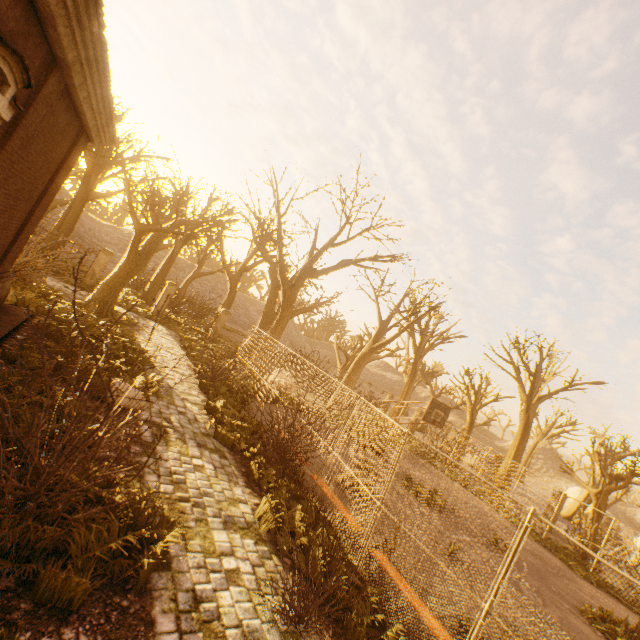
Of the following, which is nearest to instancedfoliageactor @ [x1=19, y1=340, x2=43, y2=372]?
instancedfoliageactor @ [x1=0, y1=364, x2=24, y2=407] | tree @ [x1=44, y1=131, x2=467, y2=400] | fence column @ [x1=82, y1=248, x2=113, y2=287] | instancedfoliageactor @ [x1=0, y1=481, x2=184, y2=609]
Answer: instancedfoliageactor @ [x1=0, y1=364, x2=24, y2=407]

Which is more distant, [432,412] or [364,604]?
[432,412]

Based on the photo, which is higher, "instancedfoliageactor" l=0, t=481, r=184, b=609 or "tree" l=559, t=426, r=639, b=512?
"tree" l=559, t=426, r=639, b=512

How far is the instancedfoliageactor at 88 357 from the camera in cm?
787

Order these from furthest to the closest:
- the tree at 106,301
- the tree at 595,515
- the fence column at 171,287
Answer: the fence column at 171,287 → the tree at 595,515 → the tree at 106,301

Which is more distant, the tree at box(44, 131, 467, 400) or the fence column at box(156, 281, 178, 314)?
the fence column at box(156, 281, 178, 314)

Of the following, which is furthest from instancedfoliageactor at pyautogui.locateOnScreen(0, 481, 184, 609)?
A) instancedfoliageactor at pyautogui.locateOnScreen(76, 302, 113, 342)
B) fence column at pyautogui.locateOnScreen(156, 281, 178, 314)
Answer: fence column at pyautogui.locateOnScreen(156, 281, 178, 314)

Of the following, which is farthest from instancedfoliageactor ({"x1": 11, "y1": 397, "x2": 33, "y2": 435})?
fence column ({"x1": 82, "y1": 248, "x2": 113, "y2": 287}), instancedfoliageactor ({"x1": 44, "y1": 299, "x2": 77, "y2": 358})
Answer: fence column ({"x1": 82, "y1": 248, "x2": 113, "y2": 287})
